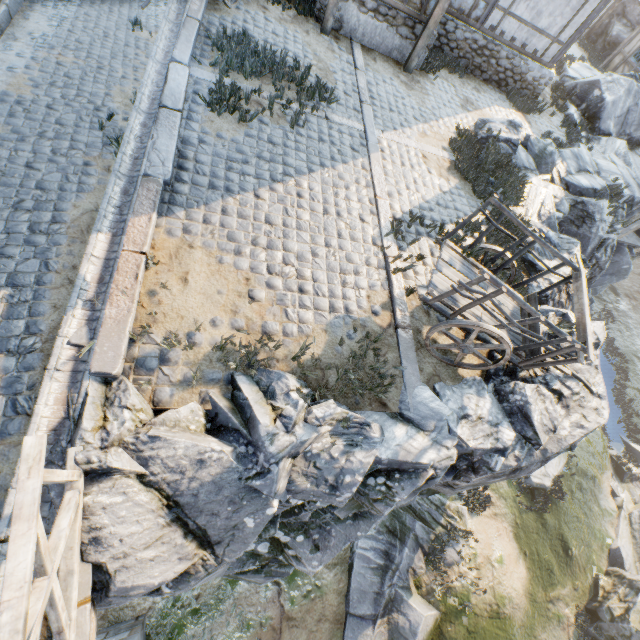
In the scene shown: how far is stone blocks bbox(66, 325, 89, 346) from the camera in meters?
3.6 m

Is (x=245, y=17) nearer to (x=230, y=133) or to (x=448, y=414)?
(x=230, y=133)

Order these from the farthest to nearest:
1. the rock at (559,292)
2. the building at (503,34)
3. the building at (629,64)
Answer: the building at (629,64), the building at (503,34), the rock at (559,292)

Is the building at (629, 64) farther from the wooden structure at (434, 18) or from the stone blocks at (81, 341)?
the wooden structure at (434, 18)

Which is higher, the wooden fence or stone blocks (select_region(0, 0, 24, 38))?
the wooden fence

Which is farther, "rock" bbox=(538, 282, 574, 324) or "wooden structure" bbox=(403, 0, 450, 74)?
"wooden structure" bbox=(403, 0, 450, 74)

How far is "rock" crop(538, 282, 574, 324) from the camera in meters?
6.3

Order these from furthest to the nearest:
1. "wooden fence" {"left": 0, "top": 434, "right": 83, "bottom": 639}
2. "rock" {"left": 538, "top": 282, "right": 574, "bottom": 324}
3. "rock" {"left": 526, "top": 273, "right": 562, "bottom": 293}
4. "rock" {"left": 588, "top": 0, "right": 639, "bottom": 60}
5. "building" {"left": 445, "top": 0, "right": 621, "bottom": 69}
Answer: "rock" {"left": 588, "top": 0, "right": 639, "bottom": 60}
"building" {"left": 445, "top": 0, "right": 621, "bottom": 69}
"rock" {"left": 526, "top": 273, "right": 562, "bottom": 293}
"rock" {"left": 538, "top": 282, "right": 574, "bottom": 324}
"wooden fence" {"left": 0, "top": 434, "right": 83, "bottom": 639}
